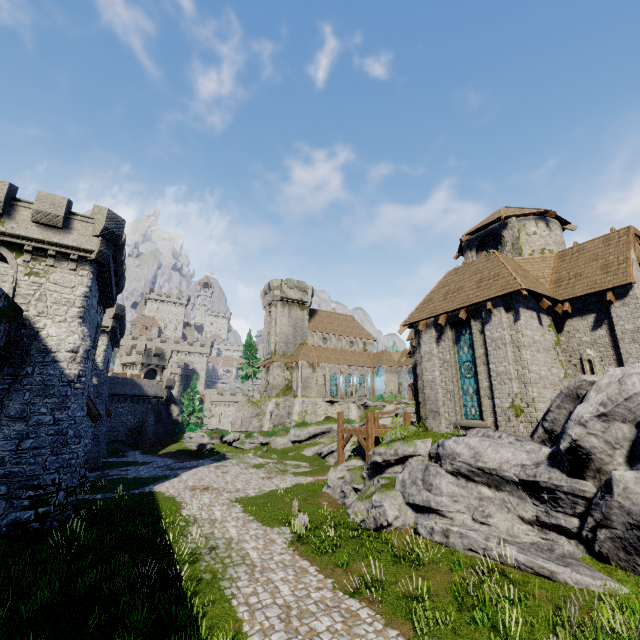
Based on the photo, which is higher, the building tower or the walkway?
the building tower

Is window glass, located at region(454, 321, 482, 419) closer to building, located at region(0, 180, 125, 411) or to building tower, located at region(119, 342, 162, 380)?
building, located at region(0, 180, 125, 411)

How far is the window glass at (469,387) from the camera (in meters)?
14.86

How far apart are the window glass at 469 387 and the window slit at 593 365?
4.05m

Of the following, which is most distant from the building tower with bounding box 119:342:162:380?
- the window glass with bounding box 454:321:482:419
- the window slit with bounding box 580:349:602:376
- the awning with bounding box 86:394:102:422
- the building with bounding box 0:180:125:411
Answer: the window slit with bounding box 580:349:602:376

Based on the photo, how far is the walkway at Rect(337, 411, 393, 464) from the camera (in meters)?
18.23

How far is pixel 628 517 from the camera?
8.07m

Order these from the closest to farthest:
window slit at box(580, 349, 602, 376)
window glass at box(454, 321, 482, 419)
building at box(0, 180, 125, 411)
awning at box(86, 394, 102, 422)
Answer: window slit at box(580, 349, 602, 376)
window glass at box(454, 321, 482, 419)
building at box(0, 180, 125, 411)
awning at box(86, 394, 102, 422)
